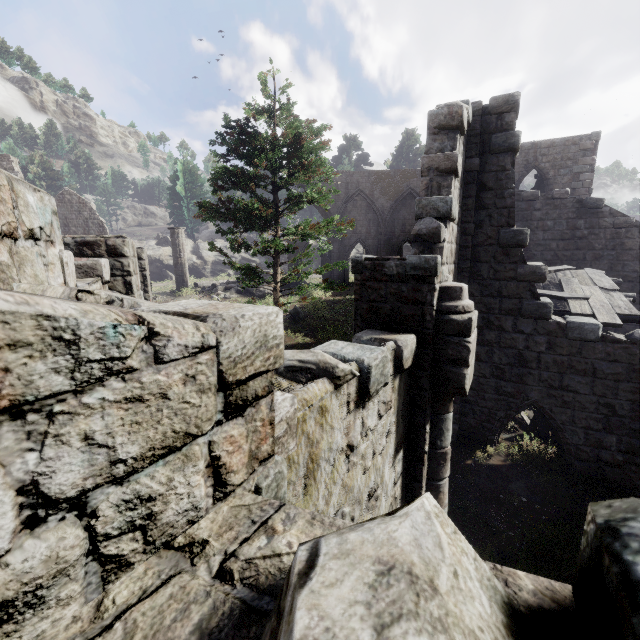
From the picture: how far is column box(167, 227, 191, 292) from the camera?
23.8 meters

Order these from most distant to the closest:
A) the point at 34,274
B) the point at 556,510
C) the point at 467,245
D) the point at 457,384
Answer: the point at 467,245 < the point at 556,510 < the point at 457,384 < the point at 34,274

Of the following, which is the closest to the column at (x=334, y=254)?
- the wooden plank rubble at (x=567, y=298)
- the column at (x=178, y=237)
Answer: the column at (x=178, y=237)

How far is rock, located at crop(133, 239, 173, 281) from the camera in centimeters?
3534cm

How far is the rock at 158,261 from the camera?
35.3 meters

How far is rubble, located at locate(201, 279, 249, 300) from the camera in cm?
2325

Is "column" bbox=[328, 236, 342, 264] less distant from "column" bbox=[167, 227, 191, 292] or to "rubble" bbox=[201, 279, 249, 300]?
"rubble" bbox=[201, 279, 249, 300]

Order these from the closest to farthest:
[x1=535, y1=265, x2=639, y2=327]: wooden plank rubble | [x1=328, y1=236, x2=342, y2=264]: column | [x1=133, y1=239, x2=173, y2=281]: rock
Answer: [x1=535, y1=265, x2=639, y2=327]: wooden plank rubble < [x1=328, y1=236, x2=342, y2=264]: column < [x1=133, y1=239, x2=173, y2=281]: rock
